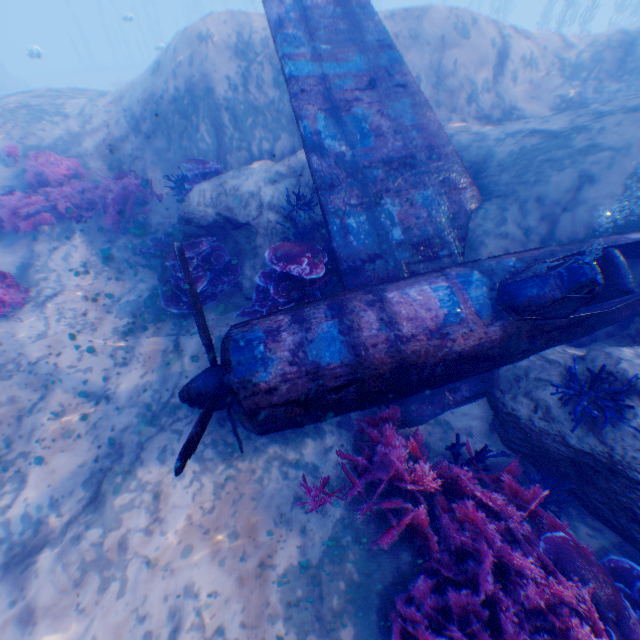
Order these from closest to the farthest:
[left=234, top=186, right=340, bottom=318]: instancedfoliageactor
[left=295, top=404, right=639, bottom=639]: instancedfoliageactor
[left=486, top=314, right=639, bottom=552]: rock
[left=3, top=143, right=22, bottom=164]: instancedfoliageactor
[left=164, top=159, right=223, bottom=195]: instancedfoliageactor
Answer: [left=295, top=404, right=639, bottom=639]: instancedfoliageactor < [left=486, top=314, right=639, bottom=552]: rock < [left=234, top=186, right=340, bottom=318]: instancedfoliageactor < [left=164, top=159, right=223, bottom=195]: instancedfoliageactor < [left=3, top=143, right=22, bottom=164]: instancedfoliageactor

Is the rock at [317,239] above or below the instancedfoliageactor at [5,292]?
above

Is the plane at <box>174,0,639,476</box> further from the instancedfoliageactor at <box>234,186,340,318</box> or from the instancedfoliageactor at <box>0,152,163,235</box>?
the instancedfoliageactor at <box>0,152,163,235</box>

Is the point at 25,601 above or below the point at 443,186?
below

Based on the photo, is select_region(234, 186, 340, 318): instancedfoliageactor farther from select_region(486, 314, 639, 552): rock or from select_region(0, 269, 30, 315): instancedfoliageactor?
select_region(0, 269, 30, 315): instancedfoliageactor

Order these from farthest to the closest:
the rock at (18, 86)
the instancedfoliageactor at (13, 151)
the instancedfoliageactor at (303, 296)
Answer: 1. the rock at (18, 86)
2. the instancedfoliageactor at (13, 151)
3. the instancedfoliageactor at (303, 296)

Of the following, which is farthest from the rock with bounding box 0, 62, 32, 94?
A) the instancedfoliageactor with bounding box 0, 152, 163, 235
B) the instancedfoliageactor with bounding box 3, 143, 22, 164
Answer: the instancedfoliageactor with bounding box 3, 143, 22, 164

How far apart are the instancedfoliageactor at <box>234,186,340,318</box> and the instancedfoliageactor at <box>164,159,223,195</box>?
2.49m
